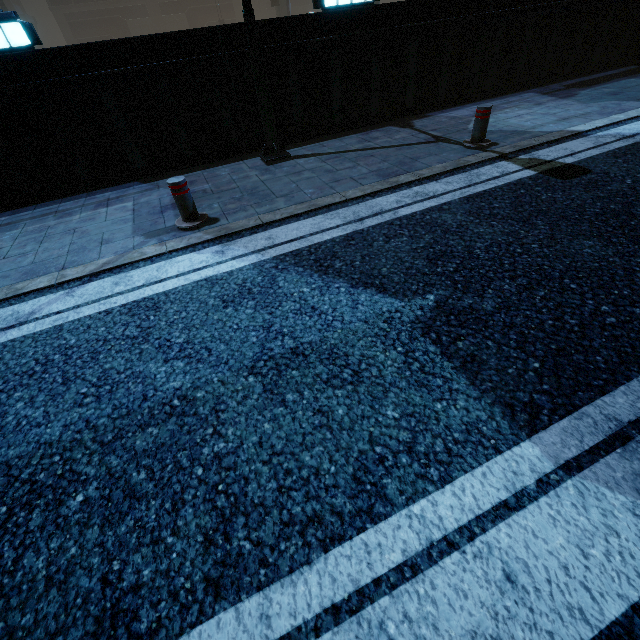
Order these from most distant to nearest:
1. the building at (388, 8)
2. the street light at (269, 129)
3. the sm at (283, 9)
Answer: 1. the sm at (283, 9)
2. the building at (388, 8)
3. the street light at (269, 129)

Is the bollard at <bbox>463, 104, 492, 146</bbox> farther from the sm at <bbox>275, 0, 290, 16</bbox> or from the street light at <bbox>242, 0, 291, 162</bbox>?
the sm at <bbox>275, 0, 290, 16</bbox>

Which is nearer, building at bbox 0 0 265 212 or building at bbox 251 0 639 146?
building at bbox 0 0 265 212

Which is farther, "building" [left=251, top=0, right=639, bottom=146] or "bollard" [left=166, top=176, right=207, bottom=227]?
"building" [left=251, top=0, right=639, bottom=146]

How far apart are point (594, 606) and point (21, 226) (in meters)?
7.46

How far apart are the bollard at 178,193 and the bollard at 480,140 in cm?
467

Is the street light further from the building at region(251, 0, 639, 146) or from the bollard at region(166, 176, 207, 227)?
the bollard at region(166, 176, 207, 227)

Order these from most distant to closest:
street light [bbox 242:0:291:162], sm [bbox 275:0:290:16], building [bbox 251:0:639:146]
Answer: sm [bbox 275:0:290:16] → building [bbox 251:0:639:146] → street light [bbox 242:0:291:162]
